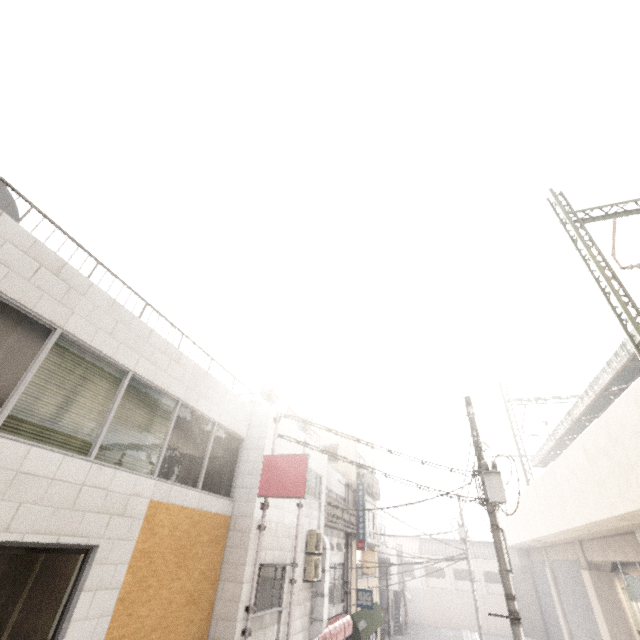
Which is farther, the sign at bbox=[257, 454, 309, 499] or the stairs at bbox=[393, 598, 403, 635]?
the stairs at bbox=[393, 598, 403, 635]

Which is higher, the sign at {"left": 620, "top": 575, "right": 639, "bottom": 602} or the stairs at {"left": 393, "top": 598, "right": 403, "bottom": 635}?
the sign at {"left": 620, "top": 575, "right": 639, "bottom": 602}

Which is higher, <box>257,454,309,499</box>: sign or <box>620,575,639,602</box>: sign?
<box>257,454,309,499</box>: sign

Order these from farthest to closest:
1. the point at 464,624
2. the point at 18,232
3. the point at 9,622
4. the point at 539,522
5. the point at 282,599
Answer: the point at 464,624 < the point at 539,522 < the point at 282,599 < the point at 18,232 < the point at 9,622

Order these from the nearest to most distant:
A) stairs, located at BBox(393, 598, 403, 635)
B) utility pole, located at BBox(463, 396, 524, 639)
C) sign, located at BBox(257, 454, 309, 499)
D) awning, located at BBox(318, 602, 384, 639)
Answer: utility pole, located at BBox(463, 396, 524, 639)
sign, located at BBox(257, 454, 309, 499)
awning, located at BBox(318, 602, 384, 639)
stairs, located at BBox(393, 598, 403, 635)

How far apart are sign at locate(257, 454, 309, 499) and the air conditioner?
3.81m

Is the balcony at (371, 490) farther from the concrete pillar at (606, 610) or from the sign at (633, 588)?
the sign at (633, 588)

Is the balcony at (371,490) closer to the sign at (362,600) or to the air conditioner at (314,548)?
the sign at (362,600)
